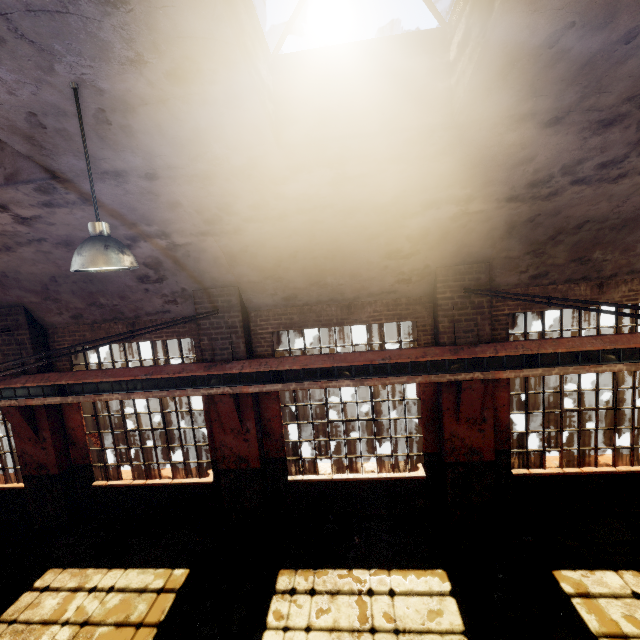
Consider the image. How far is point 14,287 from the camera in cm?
673

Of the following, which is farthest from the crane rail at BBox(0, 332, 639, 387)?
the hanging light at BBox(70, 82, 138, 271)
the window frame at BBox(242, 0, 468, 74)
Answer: the window frame at BBox(242, 0, 468, 74)

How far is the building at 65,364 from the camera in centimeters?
737cm

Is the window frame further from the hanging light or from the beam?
the beam

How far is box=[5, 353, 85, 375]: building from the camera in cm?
737

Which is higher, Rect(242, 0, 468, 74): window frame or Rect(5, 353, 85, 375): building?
Rect(242, 0, 468, 74): window frame

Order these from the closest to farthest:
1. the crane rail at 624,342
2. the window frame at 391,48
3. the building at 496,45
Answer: the building at 496,45 < the window frame at 391,48 < the crane rail at 624,342

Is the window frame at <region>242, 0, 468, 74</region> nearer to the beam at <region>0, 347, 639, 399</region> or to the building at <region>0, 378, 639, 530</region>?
the building at <region>0, 378, 639, 530</region>
